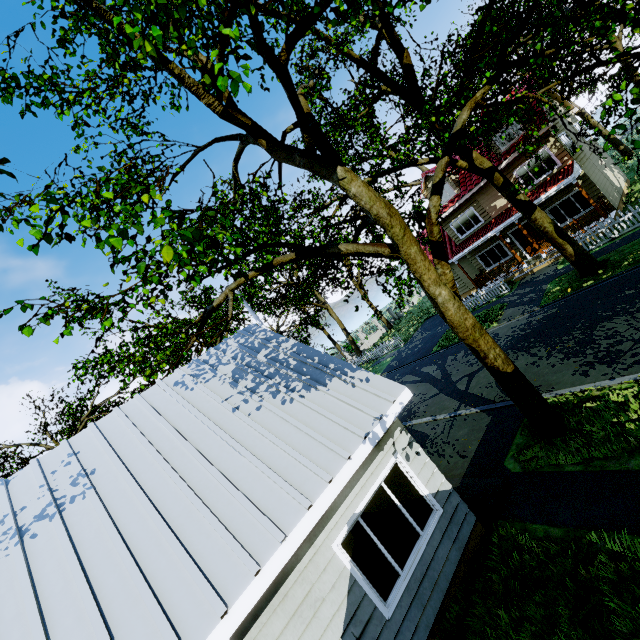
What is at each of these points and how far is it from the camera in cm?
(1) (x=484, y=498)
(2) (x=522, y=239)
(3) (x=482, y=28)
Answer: (1) garage entrance, 683
(2) door, 2097
(3) tree, 1232

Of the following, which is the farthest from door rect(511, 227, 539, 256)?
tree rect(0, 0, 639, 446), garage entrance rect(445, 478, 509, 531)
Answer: garage entrance rect(445, 478, 509, 531)

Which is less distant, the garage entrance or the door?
the garage entrance

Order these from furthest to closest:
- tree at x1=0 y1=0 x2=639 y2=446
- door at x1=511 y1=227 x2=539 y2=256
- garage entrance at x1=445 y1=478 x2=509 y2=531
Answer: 1. door at x1=511 y1=227 x2=539 y2=256
2. garage entrance at x1=445 y1=478 x2=509 y2=531
3. tree at x1=0 y1=0 x2=639 y2=446

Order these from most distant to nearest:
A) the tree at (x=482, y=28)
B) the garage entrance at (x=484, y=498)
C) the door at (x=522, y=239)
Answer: the door at (x=522, y=239)
the garage entrance at (x=484, y=498)
the tree at (x=482, y=28)

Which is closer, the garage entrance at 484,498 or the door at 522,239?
the garage entrance at 484,498

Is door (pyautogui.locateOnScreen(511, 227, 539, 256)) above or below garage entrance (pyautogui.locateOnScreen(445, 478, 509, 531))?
above

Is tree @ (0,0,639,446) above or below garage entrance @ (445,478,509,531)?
above
